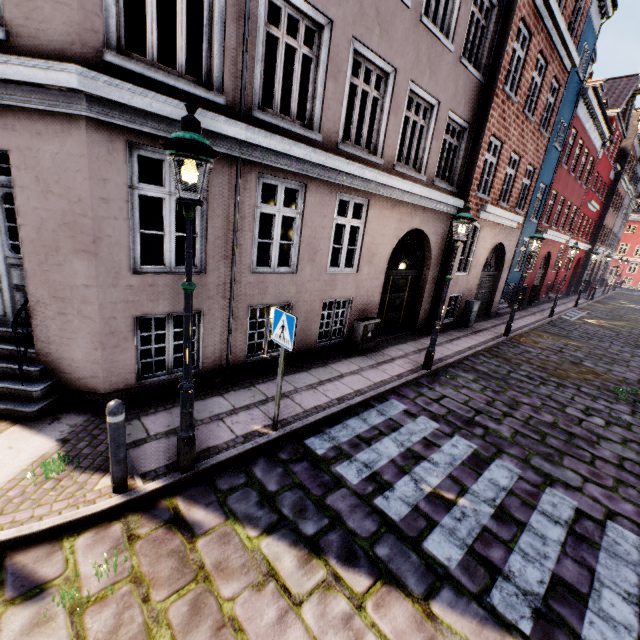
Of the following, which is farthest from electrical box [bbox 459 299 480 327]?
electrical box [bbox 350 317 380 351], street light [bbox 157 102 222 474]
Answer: electrical box [bbox 350 317 380 351]

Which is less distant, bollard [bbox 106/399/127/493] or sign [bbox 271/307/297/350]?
bollard [bbox 106/399/127/493]

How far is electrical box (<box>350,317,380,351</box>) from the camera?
8.49m

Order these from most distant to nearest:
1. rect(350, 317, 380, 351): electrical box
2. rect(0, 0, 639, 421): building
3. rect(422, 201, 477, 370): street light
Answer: rect(350, 317, 380, 351): electrical box, rect(422, 201, 477, 370): street light, rect(0, 0, 639, 421): building

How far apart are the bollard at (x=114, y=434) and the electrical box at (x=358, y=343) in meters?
6.0

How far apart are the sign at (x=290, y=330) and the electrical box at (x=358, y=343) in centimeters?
410cm

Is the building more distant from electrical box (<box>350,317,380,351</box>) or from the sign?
the sign

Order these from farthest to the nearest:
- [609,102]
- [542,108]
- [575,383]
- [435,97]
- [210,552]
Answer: [609,102]
[542,108]
[575,383]
[435,97]
[210,552]
